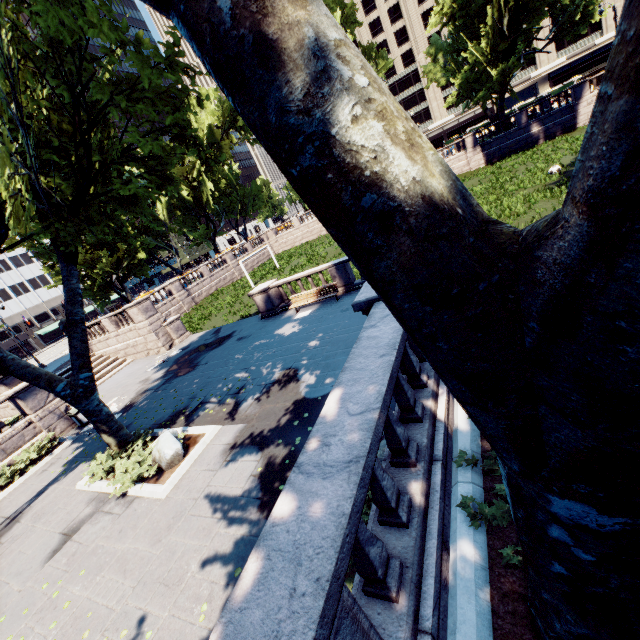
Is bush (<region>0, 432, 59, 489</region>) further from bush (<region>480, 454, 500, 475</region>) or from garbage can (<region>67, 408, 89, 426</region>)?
bush (<region>480, 454, 500, 475</region>)

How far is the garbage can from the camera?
15.82m

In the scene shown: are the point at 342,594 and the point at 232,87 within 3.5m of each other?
yes

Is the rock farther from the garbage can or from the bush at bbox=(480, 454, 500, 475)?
the garbage can

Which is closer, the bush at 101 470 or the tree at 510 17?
the bush at 101 470

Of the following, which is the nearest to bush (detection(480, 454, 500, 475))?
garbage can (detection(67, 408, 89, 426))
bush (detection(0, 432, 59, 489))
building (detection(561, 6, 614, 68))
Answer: bush (detection(0, 432, 59, 489))

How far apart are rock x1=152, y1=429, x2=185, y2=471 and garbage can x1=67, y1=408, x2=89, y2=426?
8.98m

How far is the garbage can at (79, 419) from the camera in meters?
15.8
